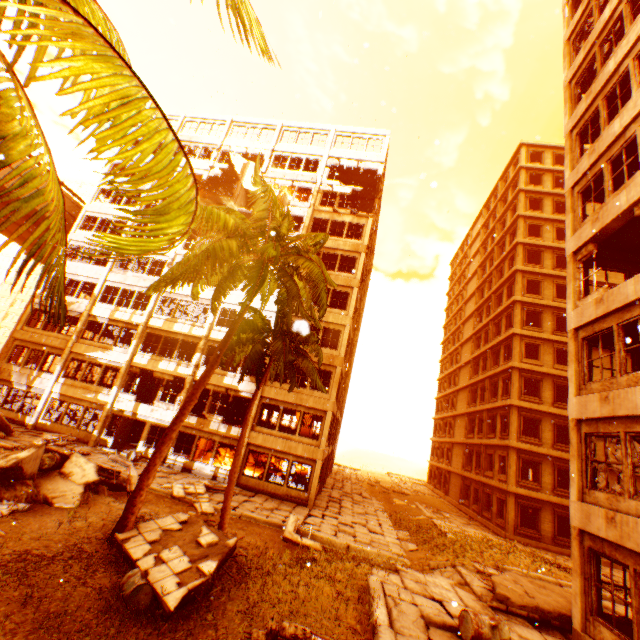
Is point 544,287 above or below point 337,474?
above

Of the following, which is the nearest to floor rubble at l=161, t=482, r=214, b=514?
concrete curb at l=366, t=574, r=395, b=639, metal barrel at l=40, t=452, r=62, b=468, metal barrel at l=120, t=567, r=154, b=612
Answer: metal barrel at l=40, t=452, r=62, b=468

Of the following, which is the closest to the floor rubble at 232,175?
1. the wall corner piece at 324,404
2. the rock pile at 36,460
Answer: the wall corner piece at 324,404

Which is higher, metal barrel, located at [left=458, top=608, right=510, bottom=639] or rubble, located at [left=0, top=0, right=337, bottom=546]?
rubble, located at [left=0, top=0, right=337, bottom=546]

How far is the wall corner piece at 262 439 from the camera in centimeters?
2002cm

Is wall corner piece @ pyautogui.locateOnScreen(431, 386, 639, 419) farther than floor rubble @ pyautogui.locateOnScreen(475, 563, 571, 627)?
No

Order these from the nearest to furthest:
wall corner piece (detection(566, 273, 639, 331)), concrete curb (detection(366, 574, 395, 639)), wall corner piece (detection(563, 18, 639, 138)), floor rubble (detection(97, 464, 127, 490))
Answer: concrete curb (detection(366, 574, 395, 639)), wall corner piece (detection(566, 273, 639, 331)), wall corner piece (detection(563, 18, 639, 138)), floor rubble (detection(97, 464, 127, 490))

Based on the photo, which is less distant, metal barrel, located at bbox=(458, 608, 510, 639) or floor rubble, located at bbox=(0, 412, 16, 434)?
metal barrel, located at bbox=(458, 608, 510, 639)
